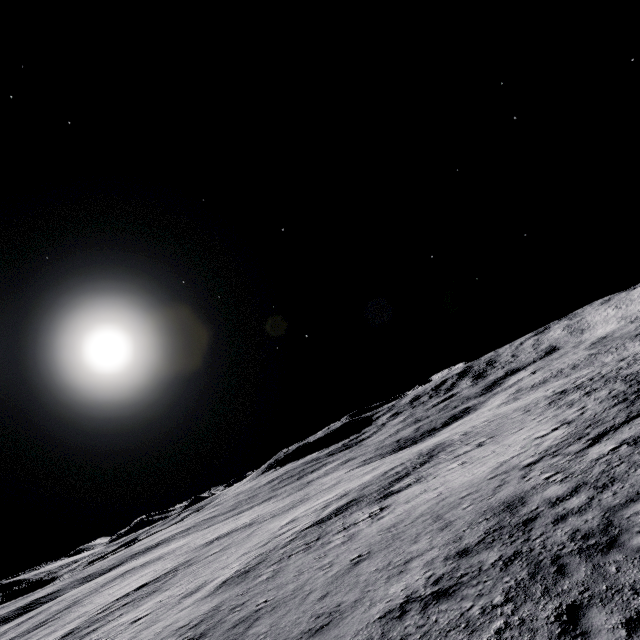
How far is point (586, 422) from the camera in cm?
1683
